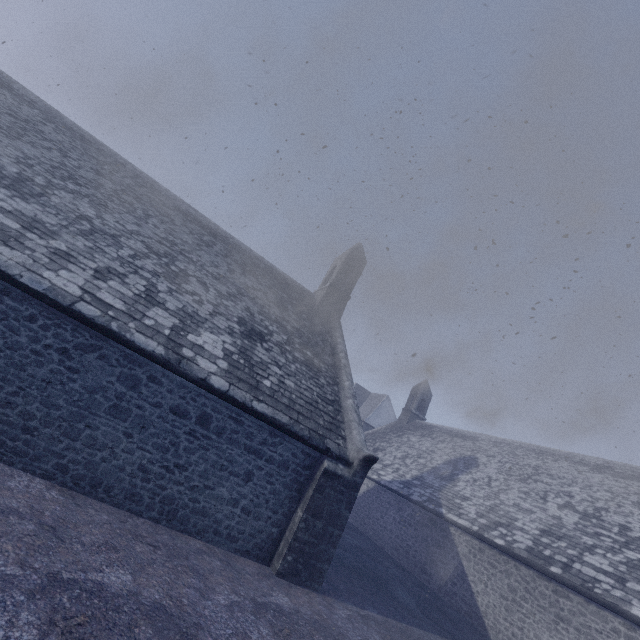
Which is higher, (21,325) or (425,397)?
(425,397)
